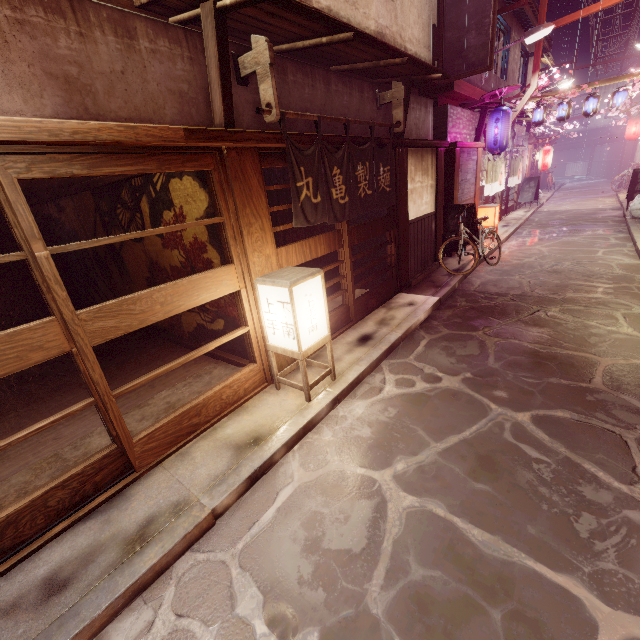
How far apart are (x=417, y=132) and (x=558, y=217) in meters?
19.9 m

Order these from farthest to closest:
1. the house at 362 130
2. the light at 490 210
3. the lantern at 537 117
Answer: the lantern at 537 117
the light at 490 210
the house at 362 130

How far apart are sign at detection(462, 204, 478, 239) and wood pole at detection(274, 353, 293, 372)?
10.9m

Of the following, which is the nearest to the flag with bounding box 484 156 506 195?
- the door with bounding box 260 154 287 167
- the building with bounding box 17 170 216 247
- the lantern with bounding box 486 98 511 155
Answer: the lantern with bounding box 486 98 511 155

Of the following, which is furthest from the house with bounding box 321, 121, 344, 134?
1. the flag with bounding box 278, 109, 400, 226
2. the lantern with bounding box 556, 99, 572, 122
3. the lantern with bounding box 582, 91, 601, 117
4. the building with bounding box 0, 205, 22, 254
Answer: the building with bounding box 0, 205, 22, 254

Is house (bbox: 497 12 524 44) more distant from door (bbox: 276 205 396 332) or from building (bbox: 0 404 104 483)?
building (bbox: 0 404 104 483)

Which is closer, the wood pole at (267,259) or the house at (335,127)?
the wood pole at (267,259)

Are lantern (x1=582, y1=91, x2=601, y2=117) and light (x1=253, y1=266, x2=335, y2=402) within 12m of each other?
no
